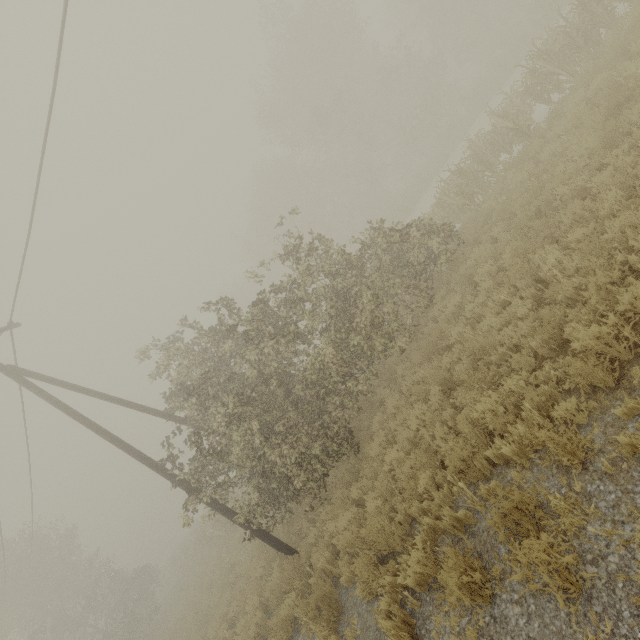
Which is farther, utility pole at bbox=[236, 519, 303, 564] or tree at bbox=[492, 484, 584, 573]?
utility pole at bbox=[236, 519, 303, 564]

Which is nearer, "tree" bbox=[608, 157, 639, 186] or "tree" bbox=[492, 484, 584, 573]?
"tree" bbox=[492, 484, 584, 573]

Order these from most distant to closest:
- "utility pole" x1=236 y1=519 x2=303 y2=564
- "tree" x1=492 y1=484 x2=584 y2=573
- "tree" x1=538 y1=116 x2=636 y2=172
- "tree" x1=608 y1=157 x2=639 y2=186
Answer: "utility pole" x1=236 y1=519 x2=303 y2=564 < "tree" x1=538 y1=116 x2=636 y2=172 < "tree" x1=608 y1=157 x2=639 y2=186 < "tree" x1=492 y1=484 x2=584 y2=573

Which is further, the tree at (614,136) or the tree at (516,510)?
the tree at (614,136)

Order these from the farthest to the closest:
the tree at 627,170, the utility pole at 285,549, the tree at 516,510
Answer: the utility pole at 285,549 → the tree at 627,170 → the tree at 516,510

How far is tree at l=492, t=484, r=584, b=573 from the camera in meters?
3.2

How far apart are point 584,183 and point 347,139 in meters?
23.3
